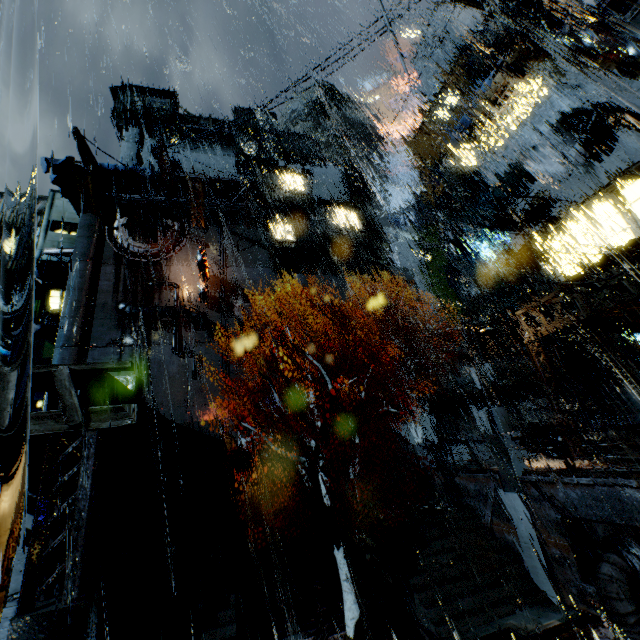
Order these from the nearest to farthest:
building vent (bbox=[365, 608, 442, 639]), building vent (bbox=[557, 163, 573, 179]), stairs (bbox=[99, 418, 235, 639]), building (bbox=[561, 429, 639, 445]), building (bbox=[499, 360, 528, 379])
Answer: building vent (bbox=[365, 608, 442, 639]), stairs (bbox=[99, 418, 235, 639]), building (bbox=[561, 429, 639, 445]), building vent (bbox=[557, 163, 573, 179]), building (bbox=[499, 360, 528, 379])

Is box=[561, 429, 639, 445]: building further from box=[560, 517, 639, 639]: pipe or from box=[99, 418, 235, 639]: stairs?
box=[560, 517, 639, 639]: pipe

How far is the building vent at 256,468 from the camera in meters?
23.0 m

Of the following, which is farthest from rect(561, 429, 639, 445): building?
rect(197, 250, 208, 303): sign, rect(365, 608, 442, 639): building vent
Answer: rect(365, 608, 442, 639): building vent

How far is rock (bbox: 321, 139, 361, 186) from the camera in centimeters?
5666cm

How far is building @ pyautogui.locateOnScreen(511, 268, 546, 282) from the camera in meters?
21.0

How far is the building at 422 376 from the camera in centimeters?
2989cm

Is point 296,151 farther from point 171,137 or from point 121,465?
point 121,465
